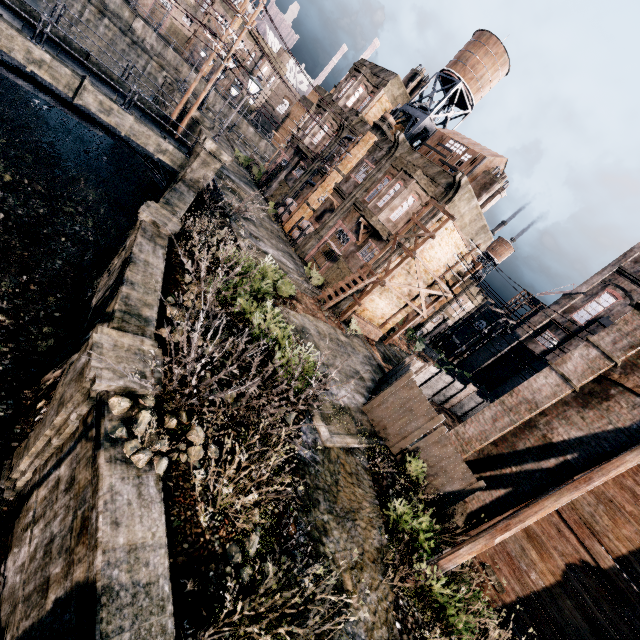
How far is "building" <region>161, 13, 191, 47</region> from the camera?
54.0m

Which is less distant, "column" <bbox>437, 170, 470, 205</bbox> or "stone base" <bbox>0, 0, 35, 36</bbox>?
"stone base" <bbox>0, 0, 35, 36</bbox>

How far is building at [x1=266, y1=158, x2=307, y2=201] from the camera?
33.1 meters

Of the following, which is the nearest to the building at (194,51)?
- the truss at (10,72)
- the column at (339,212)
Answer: the column at (339,212)

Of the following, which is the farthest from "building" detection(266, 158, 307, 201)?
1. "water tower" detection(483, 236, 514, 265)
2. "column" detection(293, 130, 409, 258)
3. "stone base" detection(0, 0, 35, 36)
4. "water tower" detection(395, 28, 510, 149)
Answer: "water tower" detection(483, 236, 514, 265)

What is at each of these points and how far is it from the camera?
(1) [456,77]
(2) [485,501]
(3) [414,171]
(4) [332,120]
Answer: (1) water tower, 26.1 meters
(2) building, 13.2 meters
(3) building, 21.8 meters
(4) building, 31.2 meters

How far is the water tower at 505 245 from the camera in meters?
42.5 m

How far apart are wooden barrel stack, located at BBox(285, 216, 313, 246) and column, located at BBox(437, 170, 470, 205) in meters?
11.0 m
